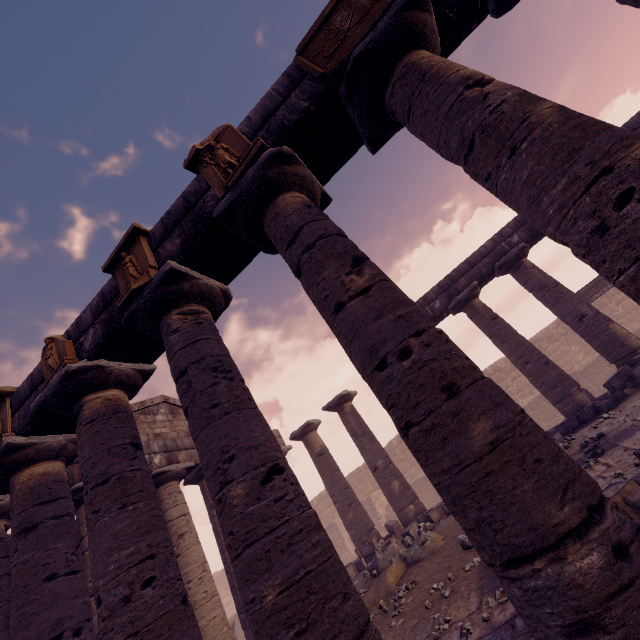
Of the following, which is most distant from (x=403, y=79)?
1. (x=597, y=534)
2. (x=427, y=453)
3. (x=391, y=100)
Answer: (x=597, y=534)

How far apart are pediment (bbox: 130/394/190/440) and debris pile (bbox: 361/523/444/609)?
6.9m

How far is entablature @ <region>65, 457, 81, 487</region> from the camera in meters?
8.0 m

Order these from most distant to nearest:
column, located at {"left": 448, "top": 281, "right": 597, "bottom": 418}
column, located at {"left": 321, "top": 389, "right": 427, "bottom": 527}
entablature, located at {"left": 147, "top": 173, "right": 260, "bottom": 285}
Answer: column, located at {"left": 321, "top": 389, "right": 427, "bottom": 527}
column, located at {"left": 448, "top": 281, "right": 597, "bottom": 418}
entablature, located at {"left": 147, "top": 173, "right": 260, "bottom": 285}

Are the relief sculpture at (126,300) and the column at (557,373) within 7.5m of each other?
no

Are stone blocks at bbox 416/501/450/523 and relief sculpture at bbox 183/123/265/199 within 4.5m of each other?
no

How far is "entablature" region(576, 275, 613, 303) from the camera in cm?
1404

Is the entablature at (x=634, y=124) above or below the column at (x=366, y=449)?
above
